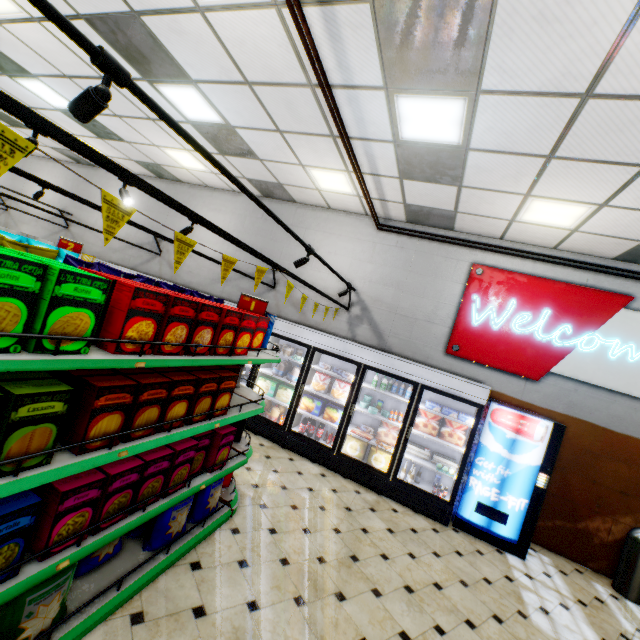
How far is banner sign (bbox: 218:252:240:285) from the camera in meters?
2.8 m

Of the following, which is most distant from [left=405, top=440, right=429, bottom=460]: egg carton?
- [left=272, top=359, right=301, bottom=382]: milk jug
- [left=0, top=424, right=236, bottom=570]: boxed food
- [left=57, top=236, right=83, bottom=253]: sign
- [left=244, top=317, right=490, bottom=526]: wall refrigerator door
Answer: [left=57, top=236, right=83, bottom=253]: sign

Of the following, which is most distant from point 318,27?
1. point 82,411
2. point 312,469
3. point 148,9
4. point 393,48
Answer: point 312,469

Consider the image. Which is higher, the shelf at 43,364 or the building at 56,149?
the building at 56,149

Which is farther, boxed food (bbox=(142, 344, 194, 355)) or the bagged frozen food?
the bagged frozen food

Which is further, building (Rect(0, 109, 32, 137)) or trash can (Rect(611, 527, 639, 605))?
building (Rect(0, 109, 32, 137))

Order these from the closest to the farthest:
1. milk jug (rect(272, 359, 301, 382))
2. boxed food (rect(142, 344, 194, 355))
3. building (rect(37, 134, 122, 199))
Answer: boxed food (rect(142, 344, 194, 355))
milk jug (rect(272, 359, 301, 382))
building (rect(37, 134, 122, 199))

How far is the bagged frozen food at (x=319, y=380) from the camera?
5.9m
